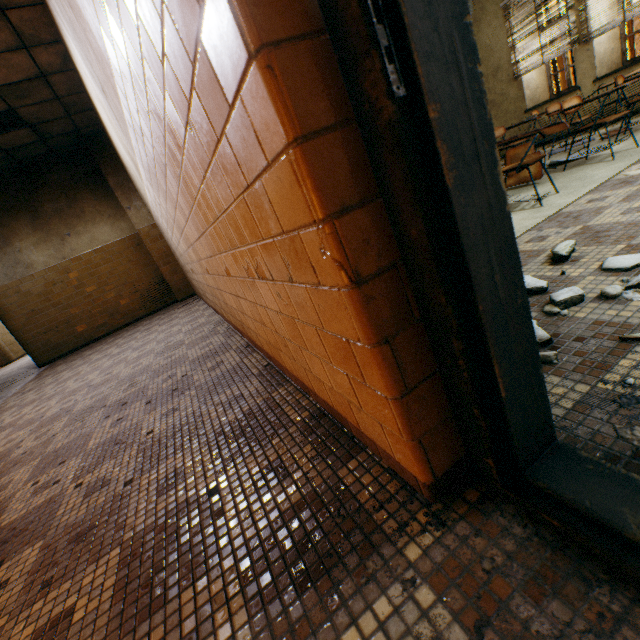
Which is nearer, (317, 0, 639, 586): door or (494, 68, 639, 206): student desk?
(317, 0, 639, 586): door

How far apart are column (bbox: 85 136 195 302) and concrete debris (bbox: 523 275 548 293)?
7.87m

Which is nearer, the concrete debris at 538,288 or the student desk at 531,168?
the concrete debris at 538,288

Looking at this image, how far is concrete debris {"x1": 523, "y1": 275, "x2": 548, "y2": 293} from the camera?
1.65m

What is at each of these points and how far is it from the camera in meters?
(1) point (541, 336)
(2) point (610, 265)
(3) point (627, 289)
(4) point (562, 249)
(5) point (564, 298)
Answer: (1) concrete debris, 1.3
(2) concrete debris, 1.6
(3) concrete debris, 1.4
(4) concrete debris, 1.9
(5) concrete debris, 1.4

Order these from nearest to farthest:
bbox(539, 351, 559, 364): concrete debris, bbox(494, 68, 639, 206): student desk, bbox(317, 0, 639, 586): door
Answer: bbox(317, 0, 639, 586): door < bbox(539, 351, 559, 364): concrete debris < bbox(494, 68, 639, 206): student desk

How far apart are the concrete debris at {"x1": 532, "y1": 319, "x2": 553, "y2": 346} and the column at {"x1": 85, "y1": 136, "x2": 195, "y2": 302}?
8.1m

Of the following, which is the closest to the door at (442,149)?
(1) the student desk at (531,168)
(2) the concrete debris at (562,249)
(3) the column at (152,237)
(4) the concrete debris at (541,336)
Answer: (4) the concrete debris at (541,336)
